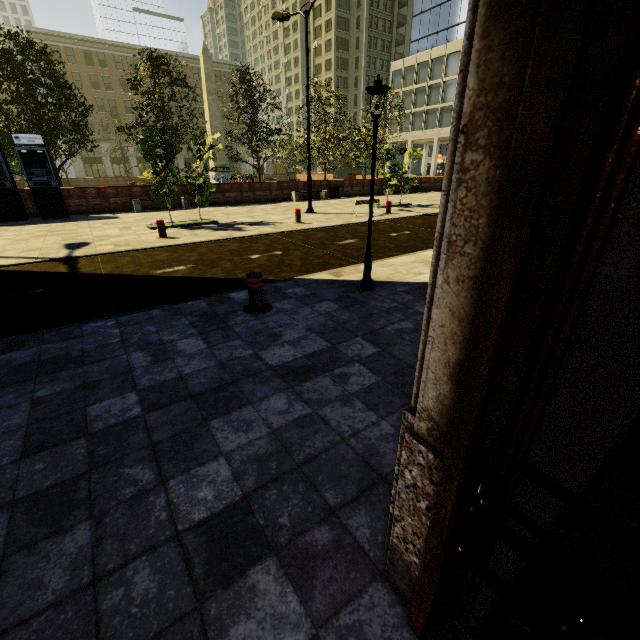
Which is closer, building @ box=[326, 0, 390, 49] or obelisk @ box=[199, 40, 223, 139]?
obelisk @ box=[199, 40, 223, 139]

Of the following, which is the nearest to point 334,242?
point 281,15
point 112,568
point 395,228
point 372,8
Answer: point 395,228

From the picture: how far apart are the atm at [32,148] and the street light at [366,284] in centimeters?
1538cm

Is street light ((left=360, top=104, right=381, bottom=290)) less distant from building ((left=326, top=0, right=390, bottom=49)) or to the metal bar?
the metal bar

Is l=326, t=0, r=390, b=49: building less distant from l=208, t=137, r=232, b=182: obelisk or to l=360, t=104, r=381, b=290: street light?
l=360, t=104, r=381, b=290: street light

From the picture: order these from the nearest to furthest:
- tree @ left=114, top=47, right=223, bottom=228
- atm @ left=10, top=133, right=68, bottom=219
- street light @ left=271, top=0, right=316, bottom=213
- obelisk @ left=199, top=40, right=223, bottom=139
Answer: tree @ left=114, top=47, right=223, bottom=228, street light @ left=271, top=0, right=316, bottom=213, atm @ left=10, top=133, right=68, bottom=219, obelisk @ left=199, top=40, right=223, bottom=139

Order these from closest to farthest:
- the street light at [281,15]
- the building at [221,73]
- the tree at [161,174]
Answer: the tree at [161,174]
the street light at [281,15]
the building at [221,73]

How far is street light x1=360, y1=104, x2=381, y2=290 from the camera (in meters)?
4.63
